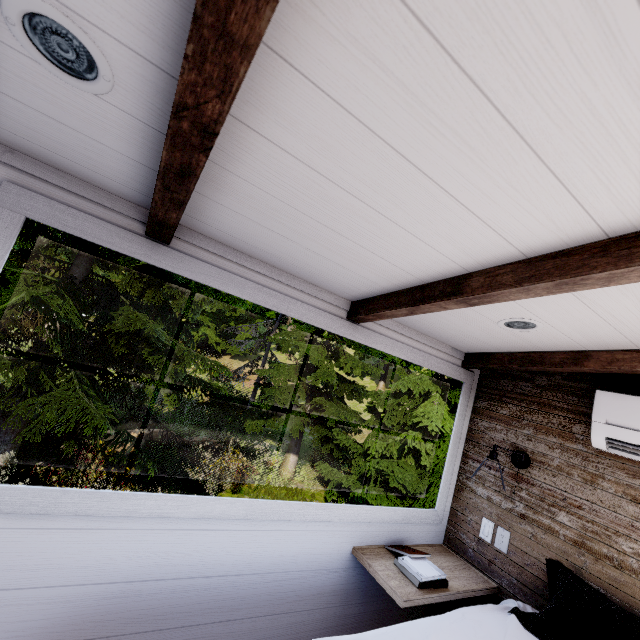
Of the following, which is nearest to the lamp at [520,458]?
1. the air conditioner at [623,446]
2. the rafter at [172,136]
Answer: the air conditioner at [623,446]

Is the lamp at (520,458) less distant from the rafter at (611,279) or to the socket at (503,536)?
the socket at (503,536)

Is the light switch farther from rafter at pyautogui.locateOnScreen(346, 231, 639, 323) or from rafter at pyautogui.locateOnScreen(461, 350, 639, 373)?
rafter at pyautogui.locateOnScreen(346, 231, 639, 323)

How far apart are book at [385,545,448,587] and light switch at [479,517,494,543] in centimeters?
52cm

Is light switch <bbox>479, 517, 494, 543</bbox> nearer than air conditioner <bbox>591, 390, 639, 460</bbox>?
No

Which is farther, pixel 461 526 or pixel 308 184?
pixel 461 526

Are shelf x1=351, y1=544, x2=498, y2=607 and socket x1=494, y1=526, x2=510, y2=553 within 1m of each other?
yes

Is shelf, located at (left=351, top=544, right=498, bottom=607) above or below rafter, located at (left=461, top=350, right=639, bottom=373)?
below
